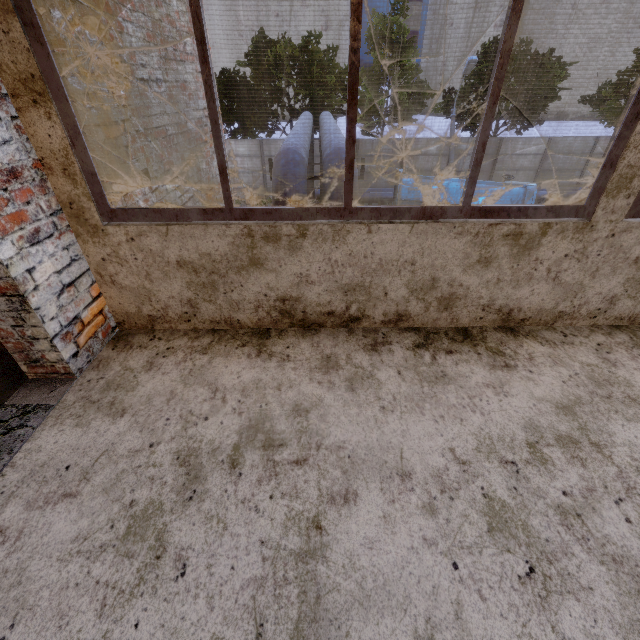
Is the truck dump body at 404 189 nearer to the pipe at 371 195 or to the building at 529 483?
the pipe at 371 195

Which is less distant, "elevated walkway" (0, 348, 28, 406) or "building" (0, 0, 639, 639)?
"building" (0, 0, 639, 639)

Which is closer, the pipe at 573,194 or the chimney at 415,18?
the pipe at 573,194

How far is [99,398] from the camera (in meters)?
1.89

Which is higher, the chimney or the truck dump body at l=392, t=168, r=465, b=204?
the chimney

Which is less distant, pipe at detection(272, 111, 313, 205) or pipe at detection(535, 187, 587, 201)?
pipe at detection(272, 111, 313, 205)

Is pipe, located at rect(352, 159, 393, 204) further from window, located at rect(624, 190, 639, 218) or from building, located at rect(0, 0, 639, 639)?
window, located at rect(624, 190, 639, 218)

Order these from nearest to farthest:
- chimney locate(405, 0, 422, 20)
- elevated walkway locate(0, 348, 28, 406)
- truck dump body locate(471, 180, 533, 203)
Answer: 1. elevated walkway locate(0, 348, 28, 406)
2. truck dump body locate(471, 180, 533, 203)
3. chimney locate(405, 0, 422, 20)
